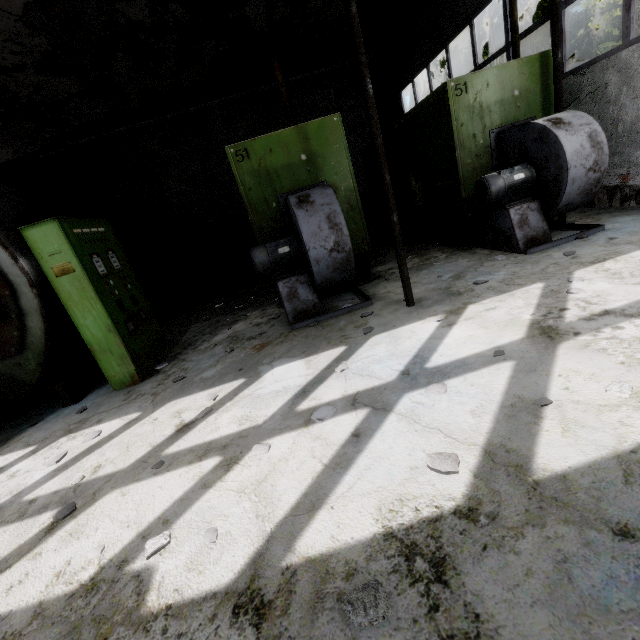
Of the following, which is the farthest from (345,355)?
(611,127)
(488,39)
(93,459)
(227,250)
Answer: (488,39)

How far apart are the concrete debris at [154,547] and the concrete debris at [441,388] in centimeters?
211cm

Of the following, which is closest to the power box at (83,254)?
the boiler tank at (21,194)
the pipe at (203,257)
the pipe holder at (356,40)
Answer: the boiler tank at (21,194)

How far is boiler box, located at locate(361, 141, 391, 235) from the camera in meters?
10.2 m

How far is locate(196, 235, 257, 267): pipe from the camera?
13.99m

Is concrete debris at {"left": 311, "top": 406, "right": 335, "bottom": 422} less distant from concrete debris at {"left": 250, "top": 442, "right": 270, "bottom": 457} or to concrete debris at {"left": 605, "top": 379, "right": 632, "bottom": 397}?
concrete debris at {"left": 250, "top": 442, "right": 270, "bottom": 457}

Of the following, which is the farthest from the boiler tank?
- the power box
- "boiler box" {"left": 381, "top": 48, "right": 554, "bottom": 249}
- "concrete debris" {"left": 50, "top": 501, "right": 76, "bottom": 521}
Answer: "boiler box" {"left": 381, "top": 48, "right": 554, "bottom": 249}

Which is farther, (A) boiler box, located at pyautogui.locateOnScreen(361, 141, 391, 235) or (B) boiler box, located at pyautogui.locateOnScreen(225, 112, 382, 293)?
(A) boiler box, located at pyautogui.locateOnScreen(361, 141, 391, 235)
